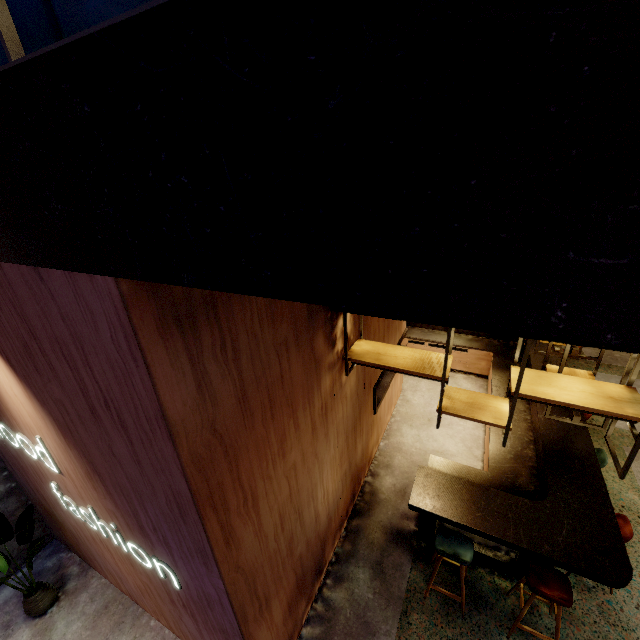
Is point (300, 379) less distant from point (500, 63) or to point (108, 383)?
point (108, 383)

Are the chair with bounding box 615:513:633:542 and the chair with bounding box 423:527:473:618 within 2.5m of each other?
yes

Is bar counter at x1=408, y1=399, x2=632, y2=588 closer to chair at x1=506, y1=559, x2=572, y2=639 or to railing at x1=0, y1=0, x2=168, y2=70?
chair at x1=506, y1=559, x2=572, y2=639

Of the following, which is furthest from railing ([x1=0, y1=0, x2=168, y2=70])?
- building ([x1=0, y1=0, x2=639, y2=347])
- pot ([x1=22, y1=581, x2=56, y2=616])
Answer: pot ([x1=22, y1=581, x2=56, y2=616])

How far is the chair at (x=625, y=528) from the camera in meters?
3.6 m

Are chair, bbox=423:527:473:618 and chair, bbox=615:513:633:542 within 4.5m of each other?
yes

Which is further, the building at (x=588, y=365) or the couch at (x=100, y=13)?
the building at (x=588, y=365)

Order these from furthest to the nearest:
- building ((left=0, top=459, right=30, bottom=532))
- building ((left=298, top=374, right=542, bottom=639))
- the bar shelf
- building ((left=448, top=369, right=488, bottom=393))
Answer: building ((left=448, top=369, right=488, bottom=393)) → building ((left=0, top=459, right=30, bottom=532)) → building ((left=298, top=374, right=542, bottom=639)) → the bar shelf
